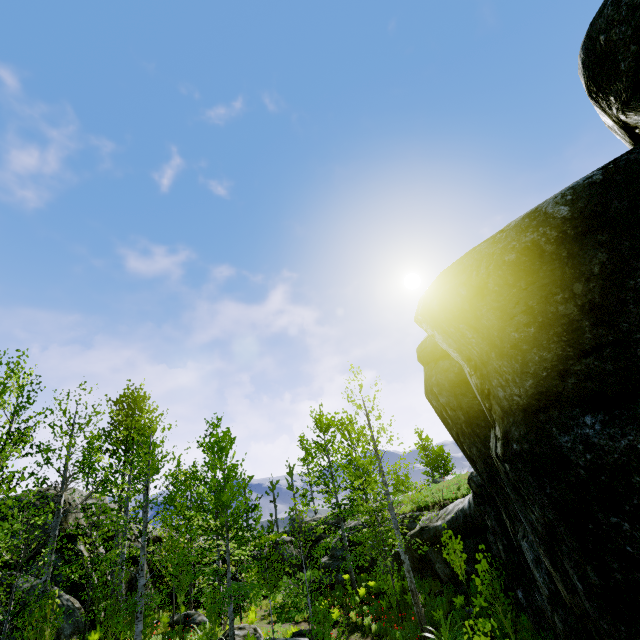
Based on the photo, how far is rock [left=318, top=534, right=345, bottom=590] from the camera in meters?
20.3 m

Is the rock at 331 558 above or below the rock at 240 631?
above

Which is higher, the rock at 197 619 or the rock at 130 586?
the rock at 130 586

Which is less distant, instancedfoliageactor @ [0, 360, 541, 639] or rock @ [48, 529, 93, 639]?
instancedfoliageactor @ [0, 360, 541, 639]

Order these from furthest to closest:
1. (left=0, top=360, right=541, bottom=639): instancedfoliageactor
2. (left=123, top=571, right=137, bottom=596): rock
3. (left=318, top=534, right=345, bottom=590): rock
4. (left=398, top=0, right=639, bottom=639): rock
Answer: (left=318, top=534, right=345, bottom=590): rock < (left=123, top=571, right=137, bottom=596): rock < (left=0, top=360, right=541, bottom=639): instancedfoliageactor < (left=398, top=0, right=639, bottom=639): rock

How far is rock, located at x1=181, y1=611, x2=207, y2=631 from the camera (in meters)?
15.82

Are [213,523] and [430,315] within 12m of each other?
no
